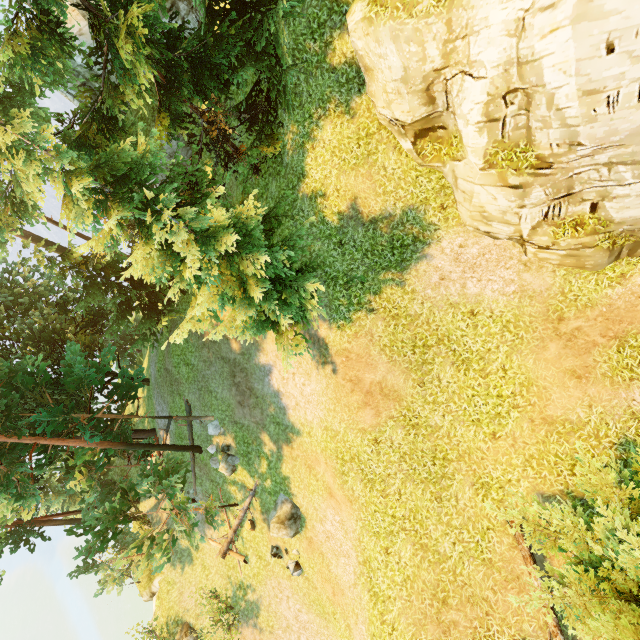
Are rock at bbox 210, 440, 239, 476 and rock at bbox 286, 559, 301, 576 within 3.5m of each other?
no

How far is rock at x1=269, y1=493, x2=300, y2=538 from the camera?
14.7 meters

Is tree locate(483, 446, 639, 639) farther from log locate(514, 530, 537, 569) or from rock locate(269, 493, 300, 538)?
rock locate(269, 493, 300, 538)

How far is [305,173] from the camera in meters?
12.6 m

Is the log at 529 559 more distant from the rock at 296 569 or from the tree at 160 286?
the rock at 296 569

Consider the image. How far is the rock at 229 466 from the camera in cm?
1812

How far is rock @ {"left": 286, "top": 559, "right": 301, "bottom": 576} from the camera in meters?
15.5

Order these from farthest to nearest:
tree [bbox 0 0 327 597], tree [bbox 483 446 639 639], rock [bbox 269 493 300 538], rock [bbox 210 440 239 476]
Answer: rock [bbox 210 440 239 476] < rock [bbox 269 493 300 538] < tree [bbox 0 0 327 597] < tree [bbox 483 446 639 639]
